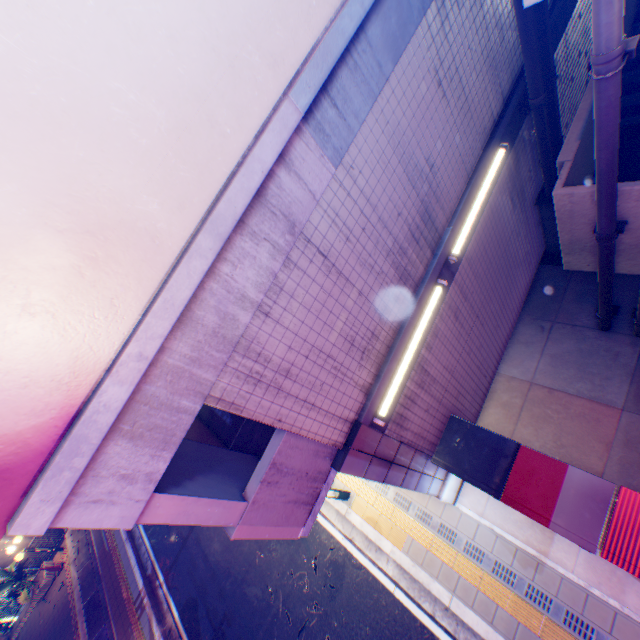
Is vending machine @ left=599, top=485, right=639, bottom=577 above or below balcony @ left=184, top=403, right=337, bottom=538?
below

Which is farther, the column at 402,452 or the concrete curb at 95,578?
the concrete curb at 95,578

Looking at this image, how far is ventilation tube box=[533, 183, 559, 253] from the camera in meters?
6.8 m

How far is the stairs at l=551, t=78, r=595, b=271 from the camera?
4.8 meters

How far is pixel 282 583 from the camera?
8.5m

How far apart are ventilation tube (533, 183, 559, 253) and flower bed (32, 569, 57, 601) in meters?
22.6 m

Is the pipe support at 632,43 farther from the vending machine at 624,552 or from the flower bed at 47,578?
the flower bed at 47,578

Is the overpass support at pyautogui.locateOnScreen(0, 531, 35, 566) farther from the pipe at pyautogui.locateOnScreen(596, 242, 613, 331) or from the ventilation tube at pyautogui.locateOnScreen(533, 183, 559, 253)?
the ventilation tube at pyautogui.locateOnScreen(533, 183, 559, 253)
